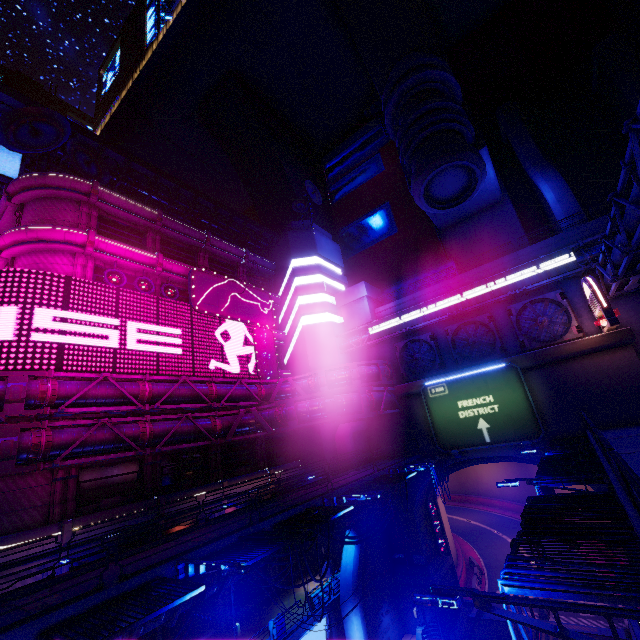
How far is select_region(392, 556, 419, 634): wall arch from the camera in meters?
25.2

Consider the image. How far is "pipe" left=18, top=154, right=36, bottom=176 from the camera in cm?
2745

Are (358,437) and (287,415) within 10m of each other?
yes

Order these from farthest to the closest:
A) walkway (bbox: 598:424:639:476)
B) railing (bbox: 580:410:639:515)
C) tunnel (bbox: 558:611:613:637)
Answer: tunnel (bbox: 558:611:613:637)
walkway (bbox: 598:424:639:476)
railing (bbox: 580:410:639:515)

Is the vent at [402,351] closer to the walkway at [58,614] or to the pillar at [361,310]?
the pillar at [361,310]

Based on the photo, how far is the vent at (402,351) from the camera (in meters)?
30.25

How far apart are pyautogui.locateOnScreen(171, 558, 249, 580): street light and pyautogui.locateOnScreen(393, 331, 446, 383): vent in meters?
24.8 m

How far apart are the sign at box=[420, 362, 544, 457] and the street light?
21.1 meters
